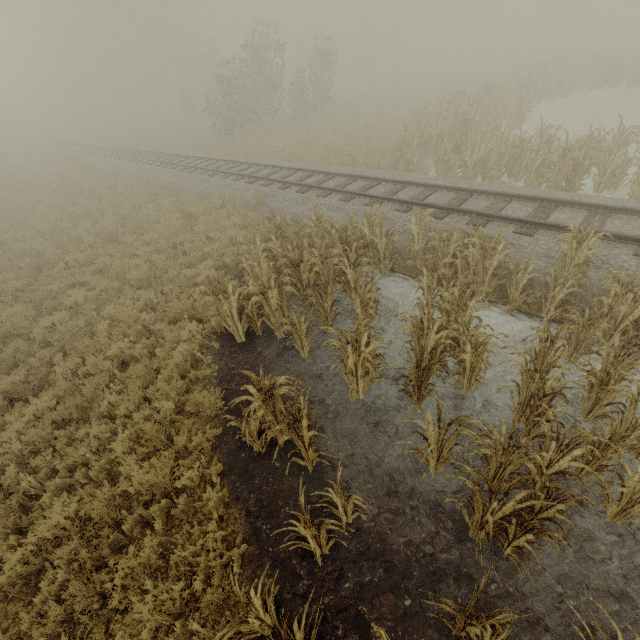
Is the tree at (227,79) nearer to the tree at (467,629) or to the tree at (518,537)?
the tree at (518,537)

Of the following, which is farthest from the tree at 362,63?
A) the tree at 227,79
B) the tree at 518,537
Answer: the tree at 518,537

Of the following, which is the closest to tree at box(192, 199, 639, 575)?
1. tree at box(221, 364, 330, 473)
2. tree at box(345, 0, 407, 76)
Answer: tree at box(221, 364, 330, 473)

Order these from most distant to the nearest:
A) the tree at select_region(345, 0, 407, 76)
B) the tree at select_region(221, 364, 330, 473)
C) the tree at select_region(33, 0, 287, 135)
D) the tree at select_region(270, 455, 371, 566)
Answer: the tree at select_region(345, 0, 407, 76) < the tree at select_region(33, 0, 287, 135) < the tree at select_region(221, 364, 330, 473) < the tree at select_region(270, 455, 371, 566)

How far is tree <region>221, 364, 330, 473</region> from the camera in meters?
4.3

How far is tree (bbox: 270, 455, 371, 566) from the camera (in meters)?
3.58

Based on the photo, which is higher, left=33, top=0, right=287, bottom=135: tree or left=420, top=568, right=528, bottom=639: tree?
left=33, top=0, right=287, bottom=135: tree

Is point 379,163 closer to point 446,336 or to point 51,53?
point 446,336
